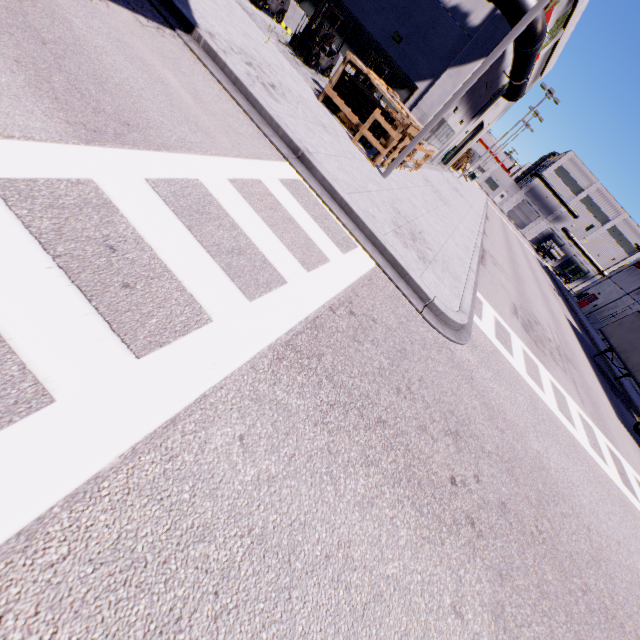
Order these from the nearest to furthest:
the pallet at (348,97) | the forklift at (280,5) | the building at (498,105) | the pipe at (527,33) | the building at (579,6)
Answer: the pallet at (348,97) < the pipe at (527,33) < the forklift at (280,5) < the building at (579,6) < the building at (498,105)

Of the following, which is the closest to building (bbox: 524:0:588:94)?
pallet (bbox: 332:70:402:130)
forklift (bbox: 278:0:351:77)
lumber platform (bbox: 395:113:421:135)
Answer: forklift (bbox: 278:0:351:77)

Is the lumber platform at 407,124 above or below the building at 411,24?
below

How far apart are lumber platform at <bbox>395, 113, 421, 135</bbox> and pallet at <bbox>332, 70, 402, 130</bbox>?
0.2 meters

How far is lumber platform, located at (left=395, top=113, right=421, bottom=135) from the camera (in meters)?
10.02

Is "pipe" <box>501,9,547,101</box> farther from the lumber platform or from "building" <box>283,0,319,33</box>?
the lumber platform

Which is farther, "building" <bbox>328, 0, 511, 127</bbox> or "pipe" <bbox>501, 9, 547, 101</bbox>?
"building" <bbox>328, 0, 511, 127</bbox>

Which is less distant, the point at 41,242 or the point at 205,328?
the point at 41,242
